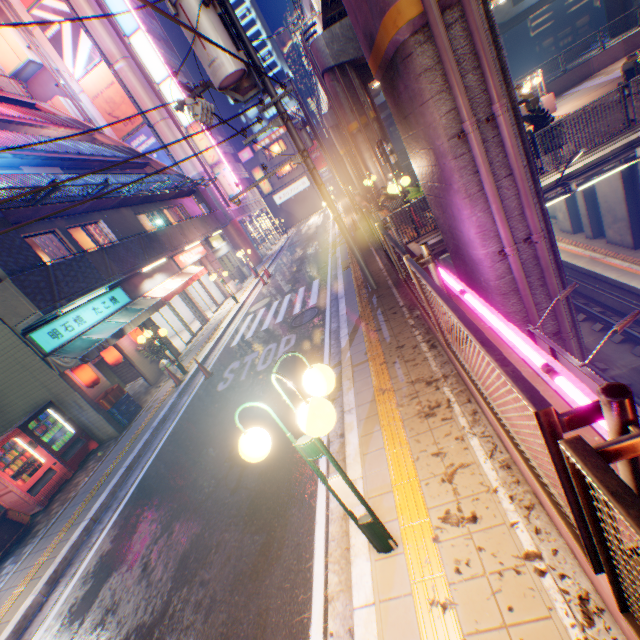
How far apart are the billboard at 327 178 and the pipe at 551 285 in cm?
4821

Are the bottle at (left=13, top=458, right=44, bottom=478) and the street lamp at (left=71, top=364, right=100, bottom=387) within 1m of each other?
no

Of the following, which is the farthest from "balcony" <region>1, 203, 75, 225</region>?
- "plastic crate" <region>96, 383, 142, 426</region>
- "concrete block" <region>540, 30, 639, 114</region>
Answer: "concrete block" <region>540, 30, 639, 114</region>

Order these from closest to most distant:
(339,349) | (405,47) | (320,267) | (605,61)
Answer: (405,47) → (339,349) → (320,267) → (605,61)

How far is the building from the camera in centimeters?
5009cm

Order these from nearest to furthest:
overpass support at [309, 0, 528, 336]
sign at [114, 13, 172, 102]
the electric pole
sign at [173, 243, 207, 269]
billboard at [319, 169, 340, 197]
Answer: overpass support at [309, 0, 528, 336], the electric pole, sign at [173, 243, 207, 269], sign at [114, 13, 172, 102], billboard at [319, 169, 340, 197]

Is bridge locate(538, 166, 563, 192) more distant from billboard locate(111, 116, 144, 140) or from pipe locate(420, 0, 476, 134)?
billboard locate(111, 116, 144, 140)

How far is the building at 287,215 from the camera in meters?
50.1
